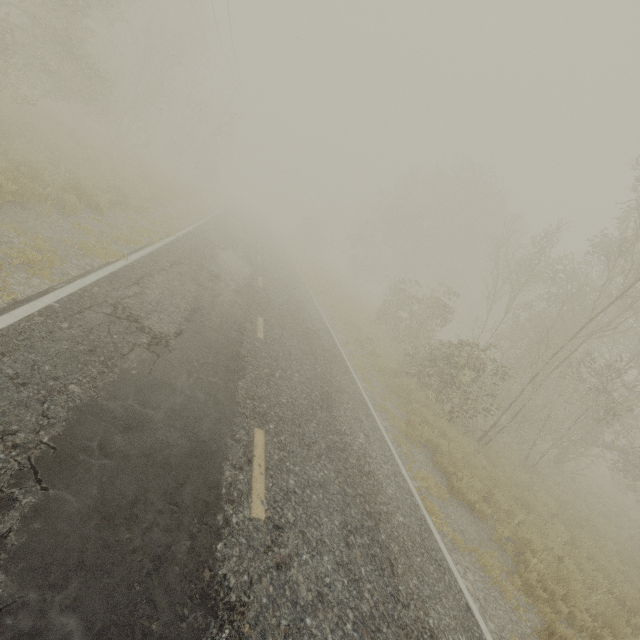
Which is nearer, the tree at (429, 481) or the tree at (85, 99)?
the tree at (429, 481)

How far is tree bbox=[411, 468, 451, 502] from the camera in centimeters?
707cm

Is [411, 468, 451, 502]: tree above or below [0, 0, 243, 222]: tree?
below

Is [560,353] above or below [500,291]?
below

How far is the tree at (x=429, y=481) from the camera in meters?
7.1

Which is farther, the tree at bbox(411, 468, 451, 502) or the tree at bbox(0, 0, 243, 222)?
the tree at bbox(0, 0, 243, 222)
